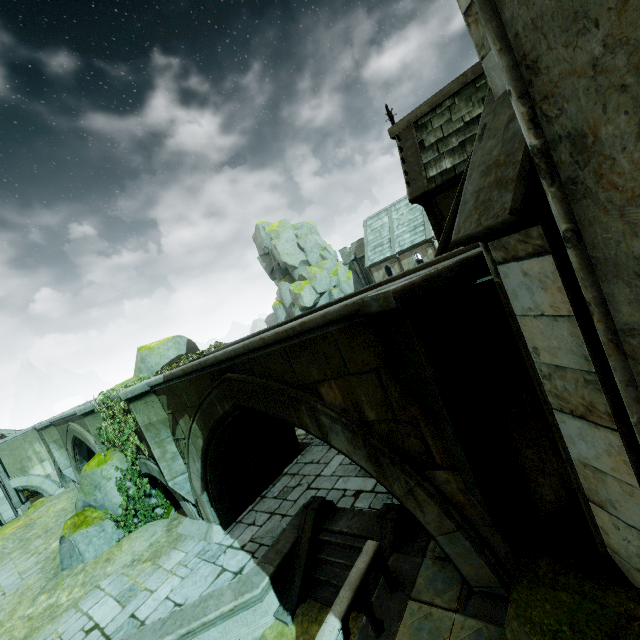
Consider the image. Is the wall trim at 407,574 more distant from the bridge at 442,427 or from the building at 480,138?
the building at 480,138

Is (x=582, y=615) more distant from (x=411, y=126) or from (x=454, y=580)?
(x=411, y=126)

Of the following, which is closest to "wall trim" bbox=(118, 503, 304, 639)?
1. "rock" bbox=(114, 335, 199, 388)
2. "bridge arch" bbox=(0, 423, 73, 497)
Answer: "rock" bbox=(114, 335, 199, 388)

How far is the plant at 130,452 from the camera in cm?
1127

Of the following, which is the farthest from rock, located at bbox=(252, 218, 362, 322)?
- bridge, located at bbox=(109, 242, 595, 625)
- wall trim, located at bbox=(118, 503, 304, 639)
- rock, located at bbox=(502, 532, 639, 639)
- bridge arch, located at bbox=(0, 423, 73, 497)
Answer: rock, located at bbox=(502, 532, 639, 639)

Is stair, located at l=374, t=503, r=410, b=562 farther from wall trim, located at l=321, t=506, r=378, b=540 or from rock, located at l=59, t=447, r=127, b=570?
rock, located at l=59, t=447, r=127, b=570

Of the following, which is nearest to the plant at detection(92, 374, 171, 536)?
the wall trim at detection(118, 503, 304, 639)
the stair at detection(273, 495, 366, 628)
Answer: the wall trim at detection(118, 503, 304, 639)

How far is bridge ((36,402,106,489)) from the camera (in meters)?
12.84
